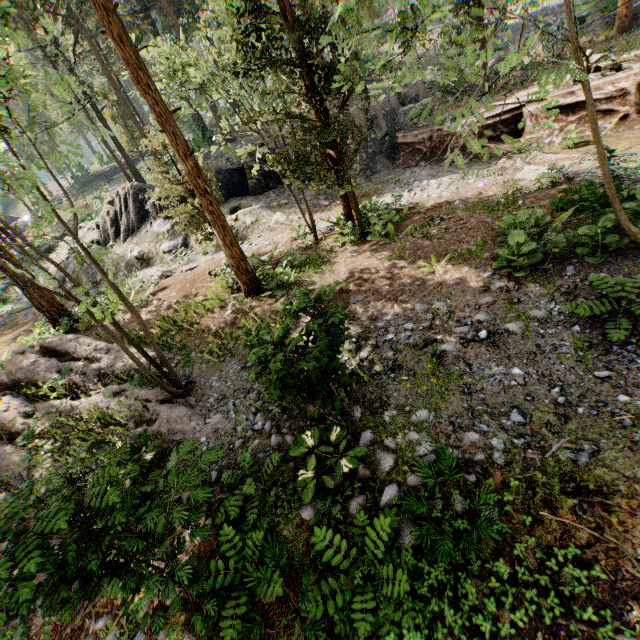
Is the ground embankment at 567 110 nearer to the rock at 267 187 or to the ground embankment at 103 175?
the rock at 267 187

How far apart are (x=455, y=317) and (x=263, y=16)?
10.4 meters

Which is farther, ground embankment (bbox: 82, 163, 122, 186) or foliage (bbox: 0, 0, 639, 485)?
ground embankment (bbox: 82, 163, 122, 186)

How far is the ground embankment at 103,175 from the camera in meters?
50.2

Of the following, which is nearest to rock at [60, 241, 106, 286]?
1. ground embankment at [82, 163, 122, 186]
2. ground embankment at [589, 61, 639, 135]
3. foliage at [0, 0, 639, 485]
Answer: ground embankment at [589, 61, 639, 135]

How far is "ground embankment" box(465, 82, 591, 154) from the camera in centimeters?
1372cm

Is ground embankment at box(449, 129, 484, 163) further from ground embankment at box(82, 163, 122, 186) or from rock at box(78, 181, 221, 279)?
ground embankment at box(82, 163, 122, 186)

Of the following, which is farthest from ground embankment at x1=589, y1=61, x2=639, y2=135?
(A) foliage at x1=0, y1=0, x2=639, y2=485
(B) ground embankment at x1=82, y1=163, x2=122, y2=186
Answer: (B) ground embankment at x1=82, y1=163, x2=122, y2=186
